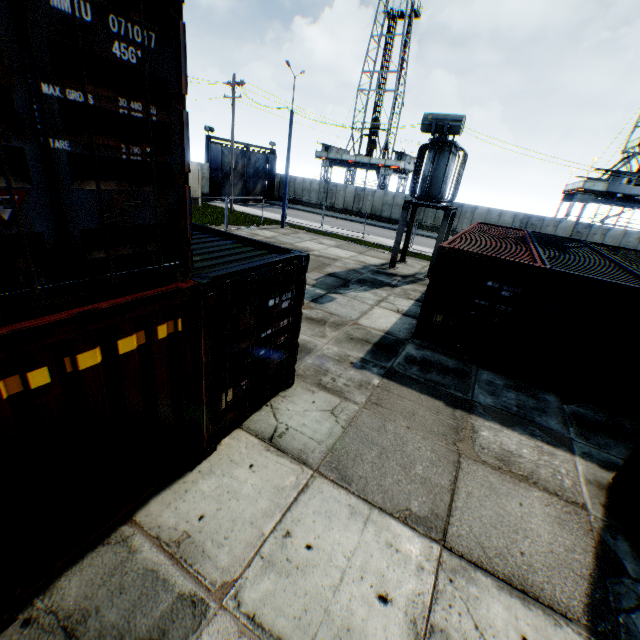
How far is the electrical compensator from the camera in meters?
14.0

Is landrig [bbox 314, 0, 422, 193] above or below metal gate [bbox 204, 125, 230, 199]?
above

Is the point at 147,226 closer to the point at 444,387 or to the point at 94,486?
the point at 94,486

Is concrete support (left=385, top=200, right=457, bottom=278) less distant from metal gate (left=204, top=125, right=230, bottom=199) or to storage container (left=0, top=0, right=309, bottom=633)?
storage container (left=0, top=0, right=309, bottom=633)

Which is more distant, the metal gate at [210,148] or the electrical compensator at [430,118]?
the metal gate at [210,148]

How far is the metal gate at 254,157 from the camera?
35.7m

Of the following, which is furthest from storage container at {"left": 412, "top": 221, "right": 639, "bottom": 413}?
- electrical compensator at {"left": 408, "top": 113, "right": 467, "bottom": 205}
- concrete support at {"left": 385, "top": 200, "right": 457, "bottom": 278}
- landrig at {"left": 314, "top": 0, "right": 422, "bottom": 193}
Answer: landrig at {"left": 314, "top": 0, "right": 422, "bottom": 193}

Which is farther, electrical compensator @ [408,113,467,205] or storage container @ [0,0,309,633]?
electrical compensator @ [408,113,467,205]
